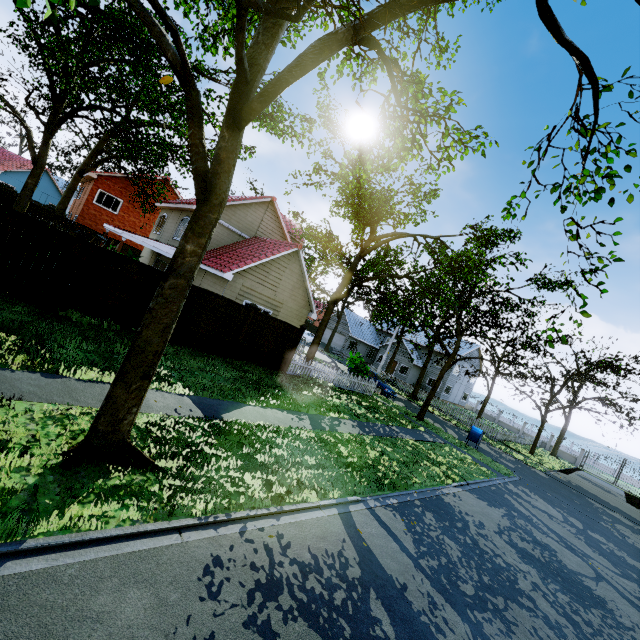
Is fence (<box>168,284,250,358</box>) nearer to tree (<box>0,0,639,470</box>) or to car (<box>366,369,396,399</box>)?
tree (<box>0,0,639,470</box>)

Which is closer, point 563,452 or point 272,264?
point 272,264

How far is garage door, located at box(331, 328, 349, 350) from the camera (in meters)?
46.44

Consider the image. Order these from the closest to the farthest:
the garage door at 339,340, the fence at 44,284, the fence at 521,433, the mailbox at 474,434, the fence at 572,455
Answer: the fence at 44,284, the mailbox at 474,434, the fence at 521,433, the fence at 572,455, the garage door at 339,340

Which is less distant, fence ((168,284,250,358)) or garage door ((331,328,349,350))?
fence ((168,284,250,358))

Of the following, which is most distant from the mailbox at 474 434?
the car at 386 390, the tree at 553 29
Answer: the car at 386 390

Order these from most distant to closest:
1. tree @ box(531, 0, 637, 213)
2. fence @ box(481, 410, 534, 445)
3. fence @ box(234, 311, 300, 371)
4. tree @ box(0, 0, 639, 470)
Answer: fence @ box(481, 410, 534, 445) < fence @ box(234, 311, 300, 371) < tree @ box(0, 0, 639, 470) < tree @ box(531, 0, 637, 213)

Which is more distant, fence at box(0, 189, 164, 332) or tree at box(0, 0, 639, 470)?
fence at box(0, 189, 164, 332)
